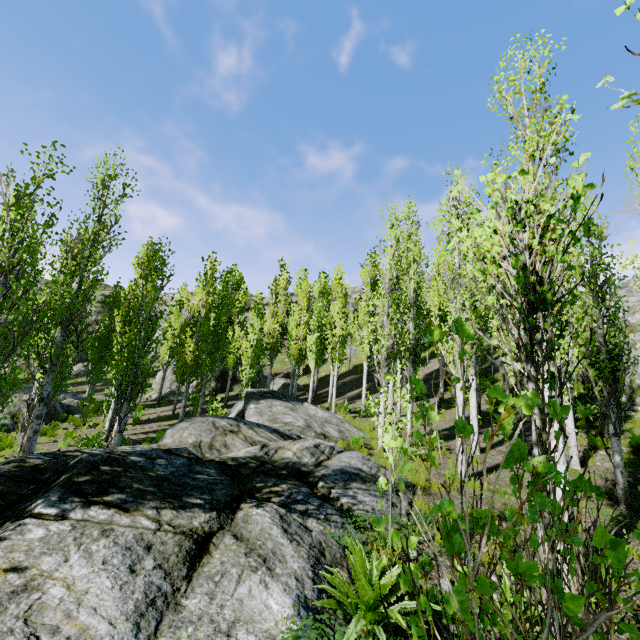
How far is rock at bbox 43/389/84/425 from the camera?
20.5 meters

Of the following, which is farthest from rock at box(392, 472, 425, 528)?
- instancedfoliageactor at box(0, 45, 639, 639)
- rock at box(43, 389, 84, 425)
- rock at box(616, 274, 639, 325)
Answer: rock at box(616, 274, 639, 325)

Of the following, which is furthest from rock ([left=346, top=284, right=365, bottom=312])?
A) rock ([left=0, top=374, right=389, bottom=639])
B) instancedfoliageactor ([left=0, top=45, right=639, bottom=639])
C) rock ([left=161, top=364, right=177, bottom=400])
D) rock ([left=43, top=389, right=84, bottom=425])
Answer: rock ([left=0, top=374, right=389, bottom=639])

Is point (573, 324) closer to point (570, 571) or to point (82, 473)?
point (570, 571)

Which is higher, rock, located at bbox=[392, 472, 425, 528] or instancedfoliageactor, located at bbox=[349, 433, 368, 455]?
instancedfoliageactor, located at bbox=[349, 433, 368, 455]

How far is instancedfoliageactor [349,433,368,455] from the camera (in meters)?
9.32

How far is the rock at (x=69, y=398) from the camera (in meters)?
20.53

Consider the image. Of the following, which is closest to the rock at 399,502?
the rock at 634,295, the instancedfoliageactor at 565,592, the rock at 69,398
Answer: the instancedfoliageactor at 565,592
